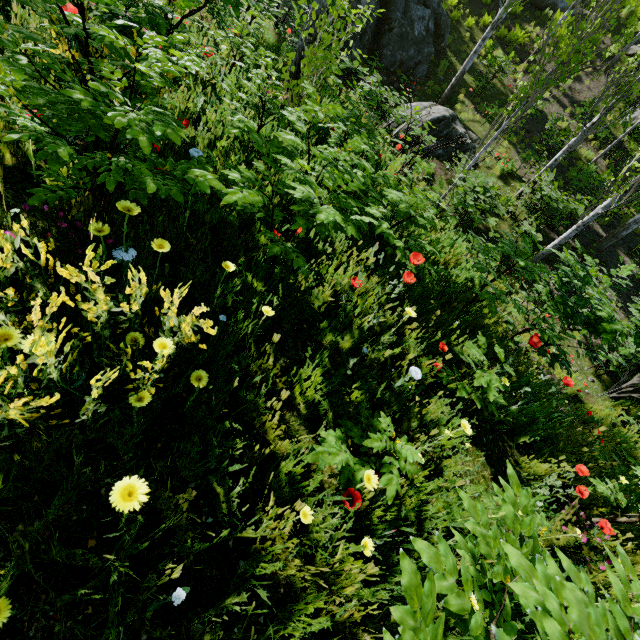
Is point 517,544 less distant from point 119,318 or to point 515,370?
point 119,318

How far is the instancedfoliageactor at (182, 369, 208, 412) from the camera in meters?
1.4

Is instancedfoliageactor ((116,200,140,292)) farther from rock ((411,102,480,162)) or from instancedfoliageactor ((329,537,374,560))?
rock ((411,102,480,162))

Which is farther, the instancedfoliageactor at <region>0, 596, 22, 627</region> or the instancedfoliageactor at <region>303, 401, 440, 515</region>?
the instancedfoliageactor at <region>303, 401, 440, 515</region>

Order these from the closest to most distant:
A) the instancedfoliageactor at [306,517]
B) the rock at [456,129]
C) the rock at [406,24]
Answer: the instancedfoliageactor at [306,517], the rock at [456,129], the rock at [406,24]

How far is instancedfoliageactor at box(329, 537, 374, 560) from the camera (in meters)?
1.37

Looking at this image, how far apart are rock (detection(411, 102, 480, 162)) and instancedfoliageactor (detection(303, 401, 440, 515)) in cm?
1259

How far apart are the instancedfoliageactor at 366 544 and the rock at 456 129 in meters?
12.6 m
